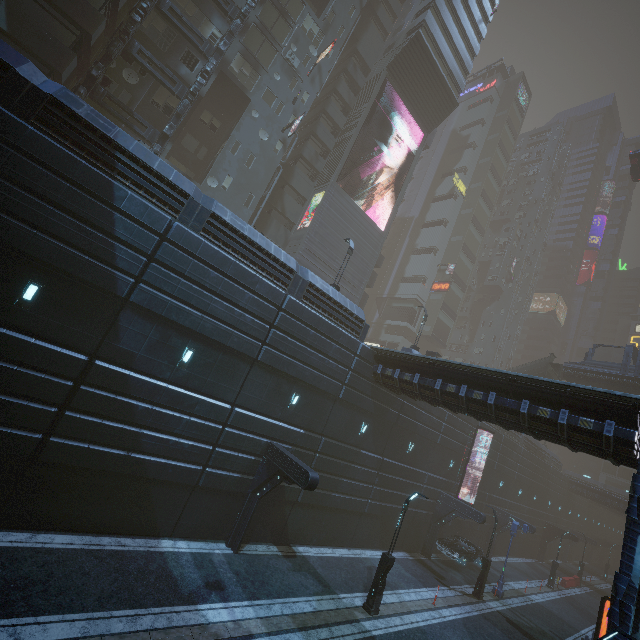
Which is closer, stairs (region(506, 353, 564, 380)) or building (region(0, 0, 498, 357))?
building (region(0, 0, 498, 357))

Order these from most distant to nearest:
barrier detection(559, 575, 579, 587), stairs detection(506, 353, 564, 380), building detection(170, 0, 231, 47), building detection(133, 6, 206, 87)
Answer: stairs detection(506, 353, 564, 380) < barrier detection(559, 575, 579, 587) < building detection(170, 0, 231, 47) < building detection(133, 6, 206, 87)

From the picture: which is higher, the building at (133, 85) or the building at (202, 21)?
the building at (202, 21)

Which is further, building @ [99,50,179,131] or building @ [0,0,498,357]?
building @ [99,50,179,131]

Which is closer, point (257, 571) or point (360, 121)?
point (257, 571)

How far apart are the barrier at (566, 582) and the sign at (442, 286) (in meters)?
38.04

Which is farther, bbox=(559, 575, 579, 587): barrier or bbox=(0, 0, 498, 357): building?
bbox=(559, 575, 579, 587): barrier

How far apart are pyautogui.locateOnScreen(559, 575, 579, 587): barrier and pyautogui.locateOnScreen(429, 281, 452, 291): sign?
38.0m
